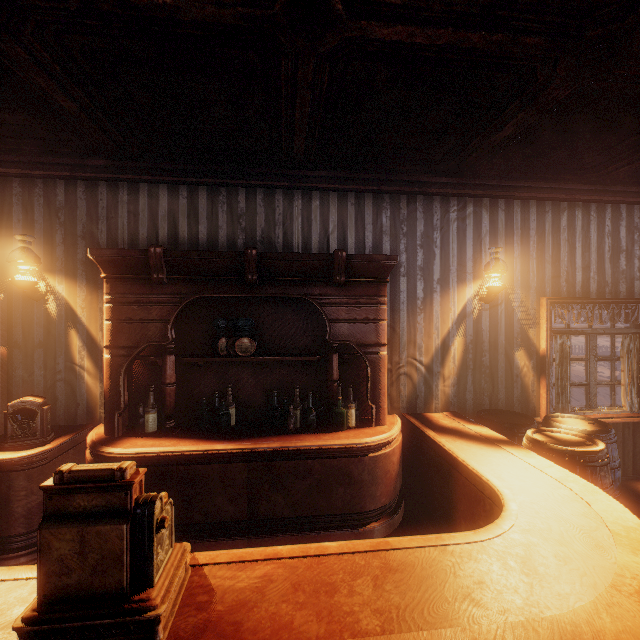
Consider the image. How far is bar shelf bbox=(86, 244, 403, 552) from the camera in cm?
299

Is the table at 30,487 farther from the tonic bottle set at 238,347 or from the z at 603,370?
the tonic bottle set at 238,347

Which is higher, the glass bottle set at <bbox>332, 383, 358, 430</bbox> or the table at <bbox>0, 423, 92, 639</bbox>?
the glass bottle set at <bbox>332, 383, 358, 430</bbox>

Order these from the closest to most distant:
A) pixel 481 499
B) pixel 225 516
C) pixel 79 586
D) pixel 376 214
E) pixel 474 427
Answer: pixel 79 586 → pixel 481 499 → pixel 225 516 → pixel 474 427 → pixel 376 214

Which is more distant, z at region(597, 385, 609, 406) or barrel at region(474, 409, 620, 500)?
z at region(597, 385, 609, 406)

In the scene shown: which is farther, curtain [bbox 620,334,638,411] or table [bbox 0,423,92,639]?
curtain [bbox 620,334,638,411]

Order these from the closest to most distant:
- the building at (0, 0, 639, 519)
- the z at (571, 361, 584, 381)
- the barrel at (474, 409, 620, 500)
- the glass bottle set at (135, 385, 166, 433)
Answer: the building at (0, 0, 639, 519) < the barrel at (474, 409, 620, 500) < the glass bottle set at (135, 385, 166, 433) < the z at (571, 361, 584, 381)

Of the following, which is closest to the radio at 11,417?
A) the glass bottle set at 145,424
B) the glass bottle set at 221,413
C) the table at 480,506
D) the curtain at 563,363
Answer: the table at 480,506
